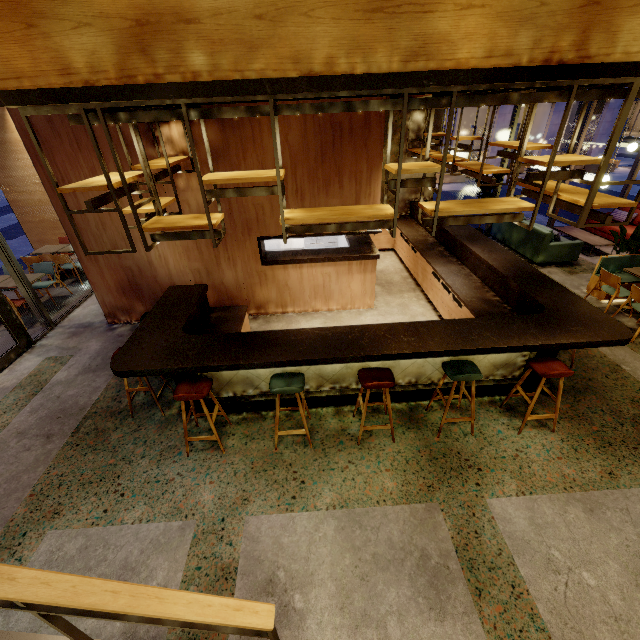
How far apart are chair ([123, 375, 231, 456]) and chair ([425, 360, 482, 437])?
2.6m

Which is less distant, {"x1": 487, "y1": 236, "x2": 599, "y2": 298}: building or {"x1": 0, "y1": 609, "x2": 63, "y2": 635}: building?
{"x1": 0, "y1": 609, "x2": 63, "y2": 635}: building

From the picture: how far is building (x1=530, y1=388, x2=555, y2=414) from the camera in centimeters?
425cm

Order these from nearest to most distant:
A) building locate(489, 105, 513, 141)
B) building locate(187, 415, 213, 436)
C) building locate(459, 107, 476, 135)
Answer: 1. building locate(187, 415, 213, 436)
2. building locate(489, 105, 513, 141)
3. building locate(459, 107, 476, 135)

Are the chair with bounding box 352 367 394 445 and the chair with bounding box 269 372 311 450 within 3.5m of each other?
yes

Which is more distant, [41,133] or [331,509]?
[41,133]

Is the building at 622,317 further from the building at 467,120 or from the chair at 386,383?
the building at 467,120

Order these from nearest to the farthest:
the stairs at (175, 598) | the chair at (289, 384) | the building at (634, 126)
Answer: the stairs at (175, 598), the chair at (289, 384), the building at (634, 126)
